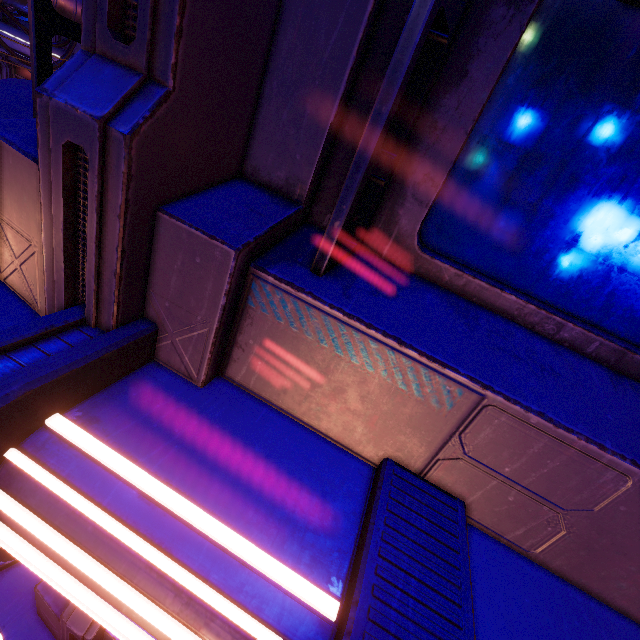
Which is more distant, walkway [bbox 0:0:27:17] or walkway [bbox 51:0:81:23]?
walkway [bbox 51:0:81:23]

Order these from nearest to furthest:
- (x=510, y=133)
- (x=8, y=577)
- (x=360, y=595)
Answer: (x=360, y=595), (x=510, y=133), (x=8, y=577)

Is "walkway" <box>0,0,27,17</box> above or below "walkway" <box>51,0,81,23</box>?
below

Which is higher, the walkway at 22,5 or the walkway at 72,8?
the walkway at 72,8

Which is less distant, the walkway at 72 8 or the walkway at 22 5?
the walkway at 22 5
